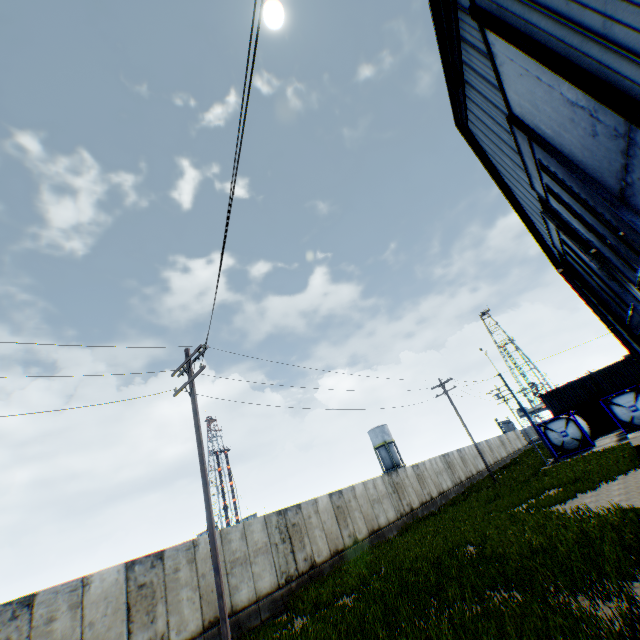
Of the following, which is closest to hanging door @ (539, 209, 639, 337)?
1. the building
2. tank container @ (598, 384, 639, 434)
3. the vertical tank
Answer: the building

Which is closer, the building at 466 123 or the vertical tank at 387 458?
the building at 466 123

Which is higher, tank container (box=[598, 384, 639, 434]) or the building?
the building

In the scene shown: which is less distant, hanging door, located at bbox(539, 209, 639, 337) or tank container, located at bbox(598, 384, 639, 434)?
hanging door, located at bbox(539, 209, 639, 337)

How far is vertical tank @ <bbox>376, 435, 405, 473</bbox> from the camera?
57.7m

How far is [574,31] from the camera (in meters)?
5.13

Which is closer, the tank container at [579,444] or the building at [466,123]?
the building at [466,123]
